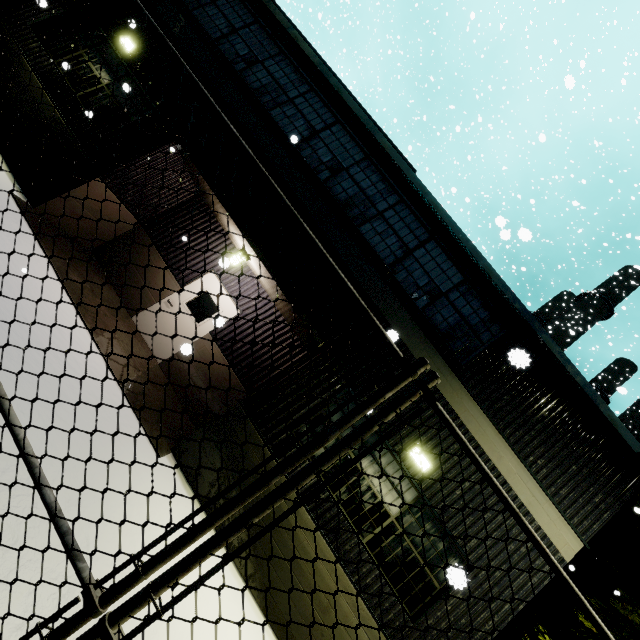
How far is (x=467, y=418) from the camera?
6.56m

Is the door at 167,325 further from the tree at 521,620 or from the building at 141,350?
the tree at 521,620

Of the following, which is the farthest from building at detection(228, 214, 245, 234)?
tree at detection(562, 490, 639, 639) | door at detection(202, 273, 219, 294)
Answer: tree at detection(562, 490, 639, 639)

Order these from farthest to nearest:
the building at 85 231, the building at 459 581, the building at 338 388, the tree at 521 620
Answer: the tree at 521 620, the building at 85 231, the building at 338 388, the building at 459 581

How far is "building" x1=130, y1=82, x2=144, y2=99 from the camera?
8.0 meters

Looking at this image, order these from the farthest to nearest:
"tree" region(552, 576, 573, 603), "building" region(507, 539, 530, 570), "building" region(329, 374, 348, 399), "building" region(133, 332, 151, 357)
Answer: "tree" region(552, 576, 573, 603) < "building" region(133, 332, 151, 357) < "building" region(329, 374, 348, 399) < "building" region(507, 539, 530, 570)
